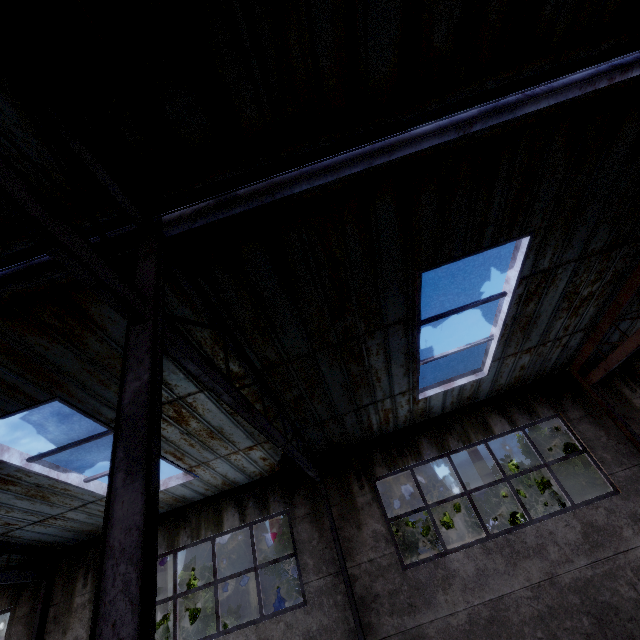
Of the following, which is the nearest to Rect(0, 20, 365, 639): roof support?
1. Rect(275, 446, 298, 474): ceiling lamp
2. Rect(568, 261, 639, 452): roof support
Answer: Rect(275, 446, 298, 474): ceiling lamp

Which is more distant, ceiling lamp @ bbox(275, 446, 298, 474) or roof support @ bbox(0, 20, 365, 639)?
ceiling lamp @ bbox(275, 446, 298, 474)

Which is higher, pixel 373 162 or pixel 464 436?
pixel 373 162

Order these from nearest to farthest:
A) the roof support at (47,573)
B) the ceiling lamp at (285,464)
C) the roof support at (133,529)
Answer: the roof support at (133,529) < the ceiling lamp at (285,464) < the roof support at (47,573)

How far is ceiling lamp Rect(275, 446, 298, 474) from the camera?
5.5m

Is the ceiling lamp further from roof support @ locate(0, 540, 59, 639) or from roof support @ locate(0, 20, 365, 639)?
roof support @ locate(0, 540, 59, 639)

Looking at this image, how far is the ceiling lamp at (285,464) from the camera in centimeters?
549cm

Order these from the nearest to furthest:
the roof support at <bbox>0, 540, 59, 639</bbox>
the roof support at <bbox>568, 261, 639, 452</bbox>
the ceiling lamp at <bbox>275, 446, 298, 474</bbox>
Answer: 1. the ceiling lamp at <bbox>275, 446, 298, 474</bbox>
2. the roof support at <bbox>568, 261, 639, 452</bbox>
3. the roof support at <bbox>0, 540, 59, 639</bbox>
